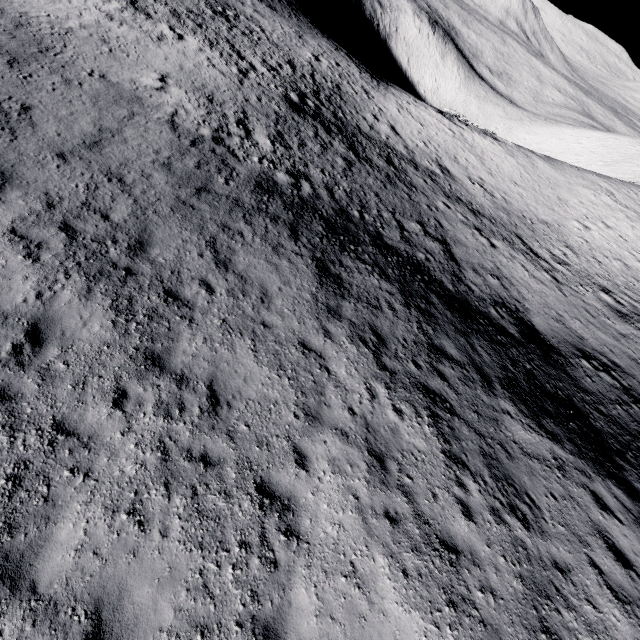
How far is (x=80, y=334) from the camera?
7.46m
